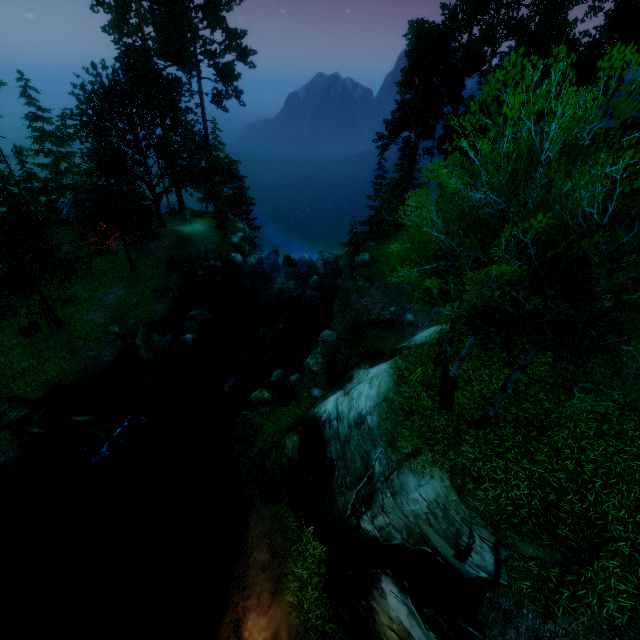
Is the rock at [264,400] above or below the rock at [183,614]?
above

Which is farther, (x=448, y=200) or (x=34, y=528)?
(x=34, y=528)

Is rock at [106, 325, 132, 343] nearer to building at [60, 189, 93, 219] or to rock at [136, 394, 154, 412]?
rock at [136, 394, 154, 412]

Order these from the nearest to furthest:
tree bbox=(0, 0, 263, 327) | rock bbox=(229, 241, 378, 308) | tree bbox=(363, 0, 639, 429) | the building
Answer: tree bbox=(363, 0, 639, 429) → tree bbox=(0, 0, 263, 327) → rock bbox=(229, 241, 378, 308) → the building

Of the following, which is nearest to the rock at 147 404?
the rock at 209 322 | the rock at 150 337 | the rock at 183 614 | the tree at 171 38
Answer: the rock at 150 337

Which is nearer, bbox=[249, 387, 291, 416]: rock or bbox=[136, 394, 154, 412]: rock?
bbox=[249, 387, 291, 416]: rock

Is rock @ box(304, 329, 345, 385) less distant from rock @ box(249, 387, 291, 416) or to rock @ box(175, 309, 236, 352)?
rock @ box(249, 387, 291, 416)

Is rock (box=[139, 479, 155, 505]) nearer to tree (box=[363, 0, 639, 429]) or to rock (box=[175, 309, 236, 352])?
rock (box=[175, 309, 236, 352])
